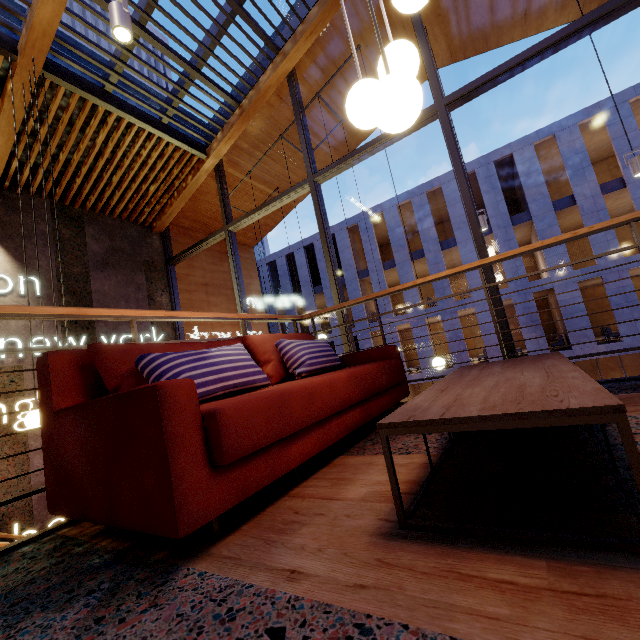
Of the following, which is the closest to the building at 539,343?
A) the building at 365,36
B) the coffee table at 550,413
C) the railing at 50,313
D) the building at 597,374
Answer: the building at 597,374

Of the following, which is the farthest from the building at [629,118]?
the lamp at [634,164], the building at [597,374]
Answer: the lamp at [634,164]

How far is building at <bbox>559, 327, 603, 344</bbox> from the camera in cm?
1633

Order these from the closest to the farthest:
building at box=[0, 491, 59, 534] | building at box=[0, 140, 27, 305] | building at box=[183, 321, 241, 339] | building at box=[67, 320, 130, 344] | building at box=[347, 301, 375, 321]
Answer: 1. building at box=[0, 491, 59, 534]
2. building at box=[0, 140, 27, 305]
3. building at box=[67, 320, 130, 344]
4. building at box=[183, 321, 241, 339]
5. building at box=[347, 301, 375, 321]

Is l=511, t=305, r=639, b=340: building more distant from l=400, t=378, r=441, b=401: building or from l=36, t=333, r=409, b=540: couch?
l=36, t=333, r=409, b=540: couch

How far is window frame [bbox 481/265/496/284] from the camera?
3.7 meters

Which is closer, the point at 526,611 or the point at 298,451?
the point at 526,611

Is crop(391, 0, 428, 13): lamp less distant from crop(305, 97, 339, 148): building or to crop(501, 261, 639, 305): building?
crop(305, 97, 339, 148): building
